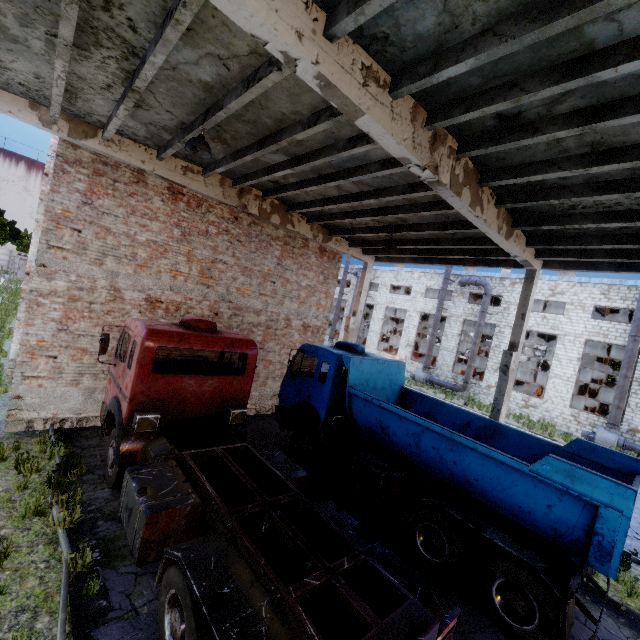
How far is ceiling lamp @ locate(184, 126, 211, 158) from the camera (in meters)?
6.34

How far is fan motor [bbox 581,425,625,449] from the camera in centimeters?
2035cm

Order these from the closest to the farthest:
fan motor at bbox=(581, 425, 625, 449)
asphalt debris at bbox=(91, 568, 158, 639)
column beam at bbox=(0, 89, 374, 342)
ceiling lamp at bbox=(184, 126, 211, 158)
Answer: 1. asphalt debris at bbox=(91, 568, 158, 639)
2. ceiling lamp at bbox=(184, 126, 211, 158)
3. column beam at bbox=(0, 89, 374, 342)
4. fan motor at bbox=(581, 425, 625, 449)

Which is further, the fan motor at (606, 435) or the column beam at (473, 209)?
the fan motor at (606, 435)

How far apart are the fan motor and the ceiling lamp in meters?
27.1

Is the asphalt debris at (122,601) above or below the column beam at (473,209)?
below

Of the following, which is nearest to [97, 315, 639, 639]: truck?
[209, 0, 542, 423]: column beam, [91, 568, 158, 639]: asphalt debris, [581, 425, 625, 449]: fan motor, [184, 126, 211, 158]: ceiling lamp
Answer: [91, 568, 158, 639]: asphalt debris

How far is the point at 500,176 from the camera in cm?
642
